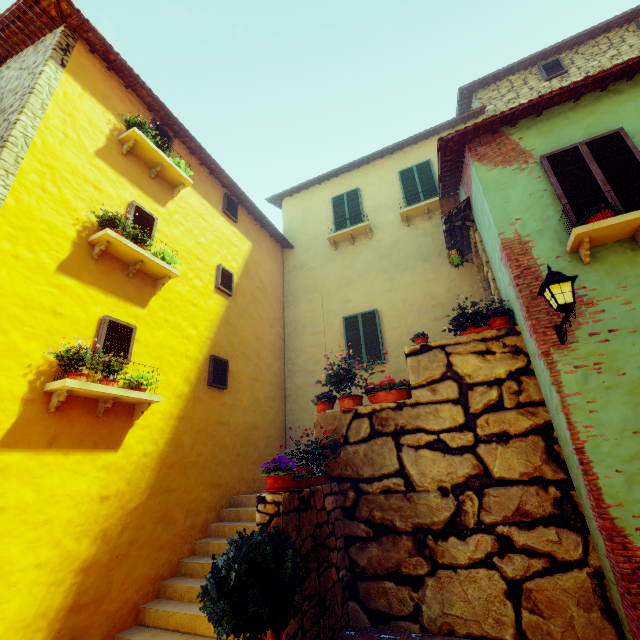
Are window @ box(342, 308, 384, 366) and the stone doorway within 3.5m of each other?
yes

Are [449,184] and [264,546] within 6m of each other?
no

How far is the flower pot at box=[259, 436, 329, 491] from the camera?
4.34m

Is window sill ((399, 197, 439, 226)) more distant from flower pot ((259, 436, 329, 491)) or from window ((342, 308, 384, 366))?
flower pot ((259, 436, 329, 491))

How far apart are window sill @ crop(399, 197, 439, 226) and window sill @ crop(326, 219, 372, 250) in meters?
1.0 m

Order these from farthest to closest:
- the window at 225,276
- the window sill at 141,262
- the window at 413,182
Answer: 1. the window at 413,182
2. the window at 225,276
3. the window sill at 141,262

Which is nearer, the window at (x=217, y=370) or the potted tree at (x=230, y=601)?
the potted tree at (x=230, y=601)

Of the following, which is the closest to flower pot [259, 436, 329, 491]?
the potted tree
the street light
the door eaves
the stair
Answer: the potted tree
